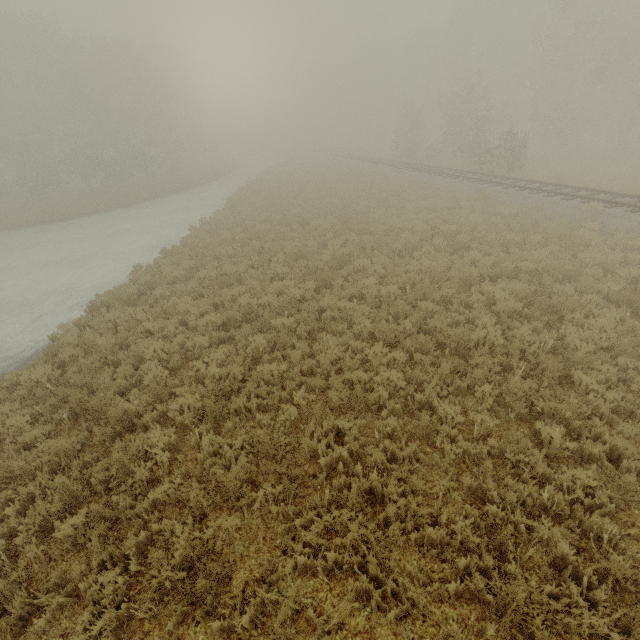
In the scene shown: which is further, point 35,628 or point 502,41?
point 502,41
